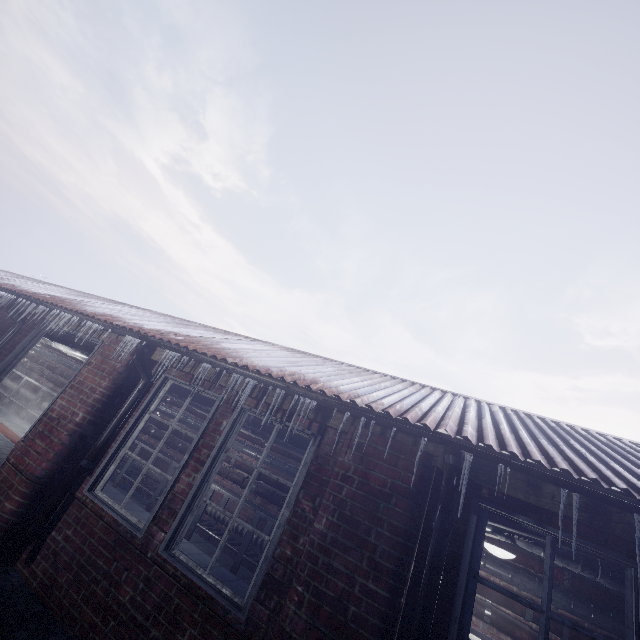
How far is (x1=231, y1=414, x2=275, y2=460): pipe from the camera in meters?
3.7

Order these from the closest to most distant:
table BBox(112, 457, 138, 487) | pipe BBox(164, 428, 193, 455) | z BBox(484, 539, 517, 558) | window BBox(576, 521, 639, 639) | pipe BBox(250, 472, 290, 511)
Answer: window BBox(576, 521, 639, 639) → z BBox(484, 539, 517, 558) → pipe BBox(250, 472, 290, 511) → table BBox(112, 457, 138, 487) → pipe BBox(164, 428, 193, 455)

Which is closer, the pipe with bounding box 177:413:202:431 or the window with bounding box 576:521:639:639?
the window with bounding box 576:521:639:639

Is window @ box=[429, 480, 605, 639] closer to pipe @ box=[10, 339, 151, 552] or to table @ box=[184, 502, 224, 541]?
pipe @ box=[10, 339, 151, 552]

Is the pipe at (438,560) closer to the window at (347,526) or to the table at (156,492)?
the window at (347,526)

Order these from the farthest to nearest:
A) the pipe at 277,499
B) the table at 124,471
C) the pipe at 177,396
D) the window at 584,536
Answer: the table at 124,471 → the pipe at 277,499 → the pipe at 177,396 → the window at 584,536

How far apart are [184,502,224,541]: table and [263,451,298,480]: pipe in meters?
0.1 m

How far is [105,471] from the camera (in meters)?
3.17
